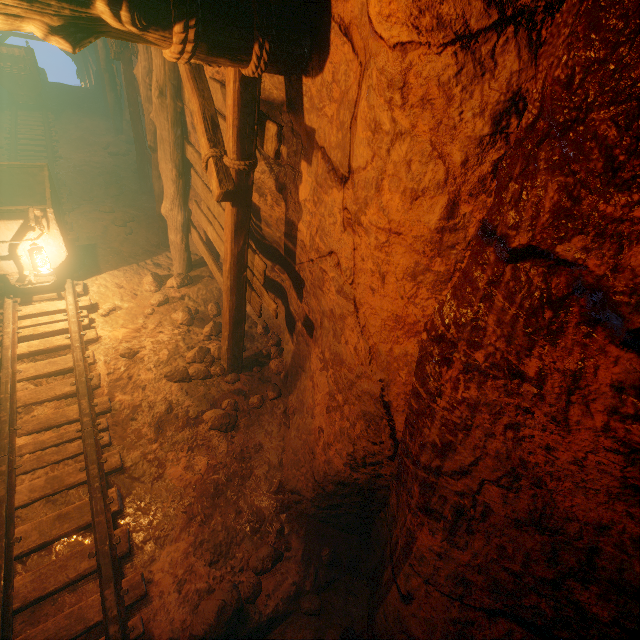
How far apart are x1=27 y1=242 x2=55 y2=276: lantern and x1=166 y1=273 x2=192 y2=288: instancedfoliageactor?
1.55m

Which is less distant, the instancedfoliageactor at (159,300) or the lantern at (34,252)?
the lantern at (34,252)

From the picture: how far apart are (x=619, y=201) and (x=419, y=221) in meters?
0.9

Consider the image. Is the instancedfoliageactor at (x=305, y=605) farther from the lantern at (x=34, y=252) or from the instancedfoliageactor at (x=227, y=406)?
the lantern at (x=34, y=252)

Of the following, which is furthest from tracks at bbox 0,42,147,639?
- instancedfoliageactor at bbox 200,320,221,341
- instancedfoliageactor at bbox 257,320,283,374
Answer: instancedfoliageactor at bbox 257,320,283,374

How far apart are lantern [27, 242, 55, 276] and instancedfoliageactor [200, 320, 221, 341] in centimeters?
205cm

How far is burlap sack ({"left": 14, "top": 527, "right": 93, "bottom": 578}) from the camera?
2.80m

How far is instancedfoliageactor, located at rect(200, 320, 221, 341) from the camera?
5.06m
